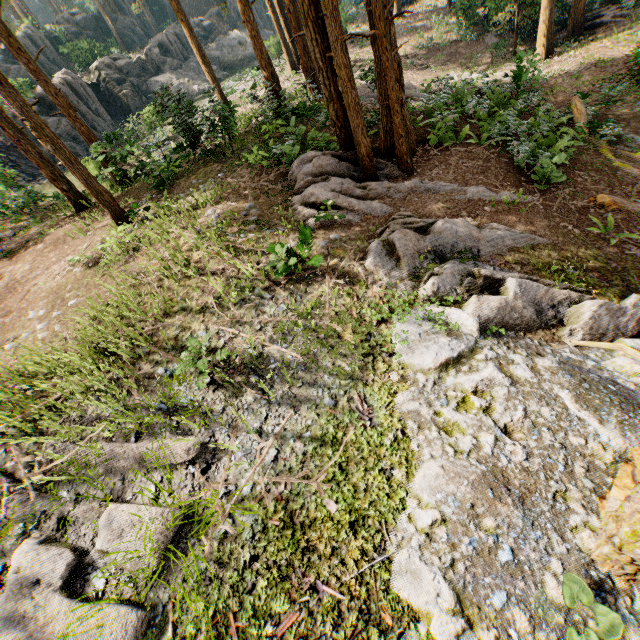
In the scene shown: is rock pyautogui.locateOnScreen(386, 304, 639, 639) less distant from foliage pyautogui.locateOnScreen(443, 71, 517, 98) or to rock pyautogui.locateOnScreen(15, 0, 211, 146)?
foliage pyautogui.locateOnScreen(443, 71, 517, 98)

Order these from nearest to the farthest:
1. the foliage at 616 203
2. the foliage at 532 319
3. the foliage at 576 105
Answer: the foliage at 532 319, the foliage at 616 203, the foliage at 576 105

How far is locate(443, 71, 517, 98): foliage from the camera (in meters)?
15.69

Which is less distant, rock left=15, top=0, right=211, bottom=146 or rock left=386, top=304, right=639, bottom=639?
rock left=386, top=304, right=639, bottom=639

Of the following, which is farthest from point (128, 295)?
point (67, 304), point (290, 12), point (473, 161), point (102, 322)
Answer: point (290, 12)

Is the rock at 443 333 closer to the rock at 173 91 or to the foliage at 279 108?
the foliage at 279 108

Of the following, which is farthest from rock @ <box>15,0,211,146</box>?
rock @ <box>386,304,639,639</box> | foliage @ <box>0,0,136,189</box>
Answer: rock @ <box>386,304,639,639</box>
